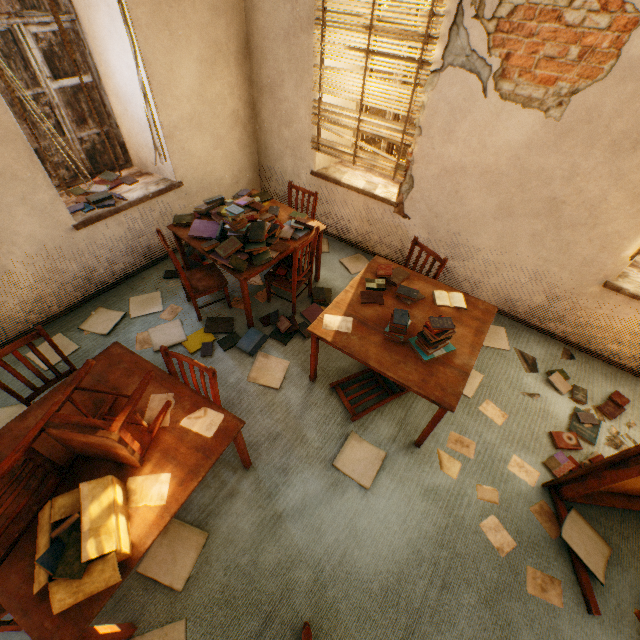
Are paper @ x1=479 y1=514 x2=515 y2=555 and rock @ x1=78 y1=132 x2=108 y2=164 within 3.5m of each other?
no

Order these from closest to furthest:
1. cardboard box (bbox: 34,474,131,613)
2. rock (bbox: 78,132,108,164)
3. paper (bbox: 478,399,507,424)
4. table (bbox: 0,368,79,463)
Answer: cardboard box (bbox: 34,474,131,613)
table (bbox: 0,368,79,463)
paper (bbox: 478,399,507,424)
rock (bbox: 78,132,108,164)

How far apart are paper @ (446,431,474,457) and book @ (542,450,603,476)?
0.64m

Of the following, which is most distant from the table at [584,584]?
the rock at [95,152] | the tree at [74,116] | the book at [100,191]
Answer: the rock at [95,152]

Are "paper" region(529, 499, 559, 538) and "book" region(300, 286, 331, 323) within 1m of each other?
no

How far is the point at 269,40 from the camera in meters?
3.5 m

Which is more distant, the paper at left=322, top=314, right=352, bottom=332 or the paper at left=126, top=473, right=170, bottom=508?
the paper at left=322, top=314, right=352, bottom=332

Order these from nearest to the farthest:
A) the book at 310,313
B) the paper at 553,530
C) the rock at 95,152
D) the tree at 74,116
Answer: the paper at 553,530, the book at 310,313, the tree at 74,116, the rock at 95,152
